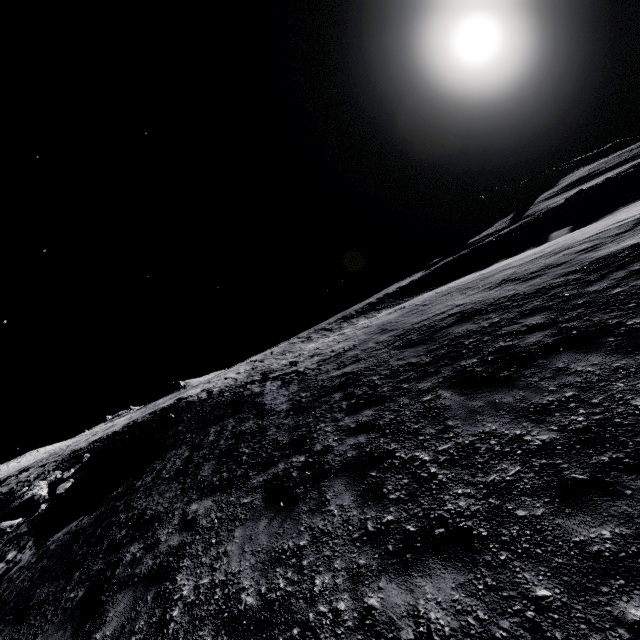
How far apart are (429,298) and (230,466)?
12.9 meters
